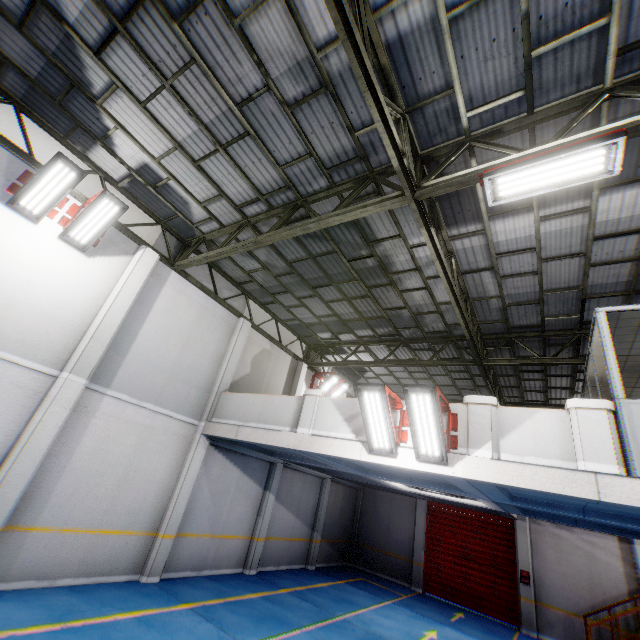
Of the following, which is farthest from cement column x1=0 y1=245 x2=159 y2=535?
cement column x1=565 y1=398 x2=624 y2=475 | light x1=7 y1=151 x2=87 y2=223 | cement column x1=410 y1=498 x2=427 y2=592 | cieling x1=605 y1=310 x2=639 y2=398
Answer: cement column x1=410 y1=498 x2=427 y2=592

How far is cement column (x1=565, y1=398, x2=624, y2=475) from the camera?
4.98m

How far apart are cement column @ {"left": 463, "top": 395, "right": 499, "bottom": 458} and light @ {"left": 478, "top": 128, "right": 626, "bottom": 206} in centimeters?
364cm

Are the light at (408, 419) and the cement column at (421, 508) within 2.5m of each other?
no

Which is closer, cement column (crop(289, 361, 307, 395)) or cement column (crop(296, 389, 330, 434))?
cement column (crop(296, 389, 330, 434))

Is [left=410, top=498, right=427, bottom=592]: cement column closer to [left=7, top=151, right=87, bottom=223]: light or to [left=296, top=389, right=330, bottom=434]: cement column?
[left=296, top=389, right=330, bottom=434]: cement column

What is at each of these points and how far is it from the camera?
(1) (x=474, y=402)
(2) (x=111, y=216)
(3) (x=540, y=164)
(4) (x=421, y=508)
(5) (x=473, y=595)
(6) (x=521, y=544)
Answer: (1) cement column, 6.4 meters
(2) light, 7.8 meters
(3) light, 4.6 meters
(4) cement column, 16.3 meters
(5) door, 13.9 meters
(6) cement column, 13.8 meters

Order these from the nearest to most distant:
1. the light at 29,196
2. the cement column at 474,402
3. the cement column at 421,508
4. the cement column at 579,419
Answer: the cement column at 579,419 → the cement column at 474,402 → the light at 29,196 → the cement column at 421,508
